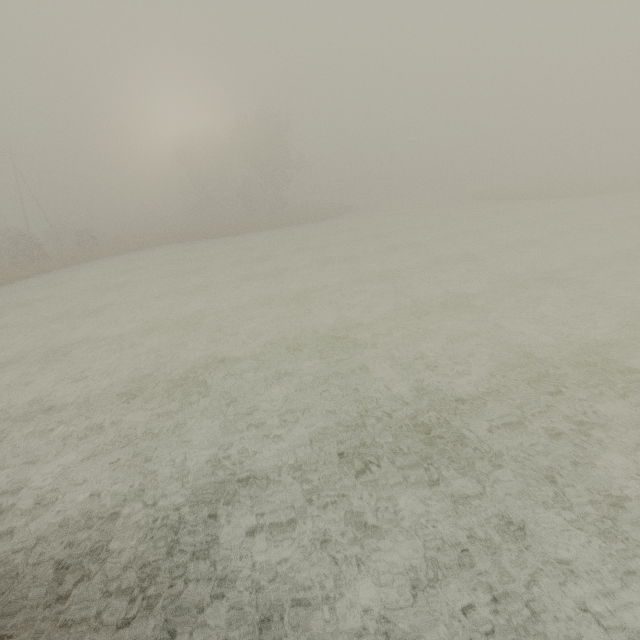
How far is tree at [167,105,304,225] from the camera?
45.1 meters

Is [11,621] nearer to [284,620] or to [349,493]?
[284,620]

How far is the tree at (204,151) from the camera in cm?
4509
